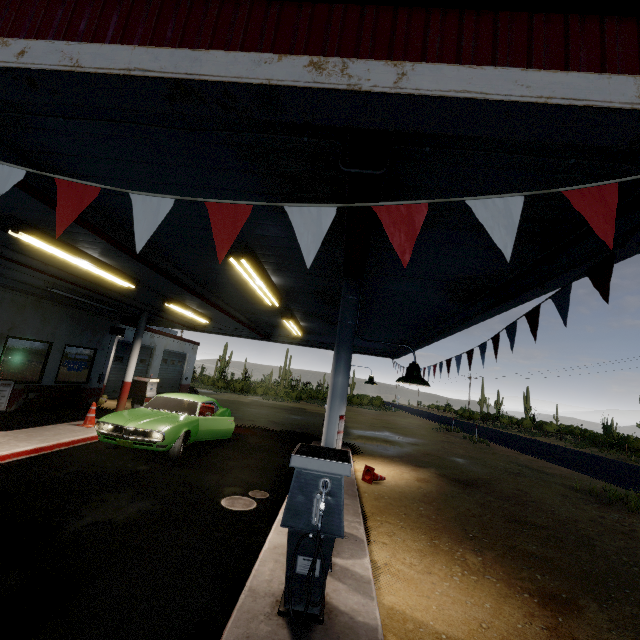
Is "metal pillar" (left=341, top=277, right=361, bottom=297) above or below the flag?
above

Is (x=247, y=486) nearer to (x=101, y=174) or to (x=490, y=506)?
(x=490, y=506)

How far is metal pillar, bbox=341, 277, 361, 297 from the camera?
4.82m

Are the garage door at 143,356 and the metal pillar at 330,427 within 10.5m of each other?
no

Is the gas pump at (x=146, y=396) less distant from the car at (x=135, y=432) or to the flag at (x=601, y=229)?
the car at (x=135, y=432)

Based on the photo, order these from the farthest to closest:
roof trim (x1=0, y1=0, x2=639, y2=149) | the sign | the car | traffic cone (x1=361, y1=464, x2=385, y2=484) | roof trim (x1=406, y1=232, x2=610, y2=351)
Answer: the sign, traffic cone (x1=361, y1=464, x2=385, y2=484), the car, roof trim (x1=406, y1=232, x2=610, y2=351), roof trim (x1=0, y1=0, x2=639, y2=149)

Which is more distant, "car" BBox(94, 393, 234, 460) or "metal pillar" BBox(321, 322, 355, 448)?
"car" BBox(94, 393, 234, 460)

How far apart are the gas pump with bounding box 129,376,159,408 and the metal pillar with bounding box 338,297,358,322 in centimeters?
951cm
